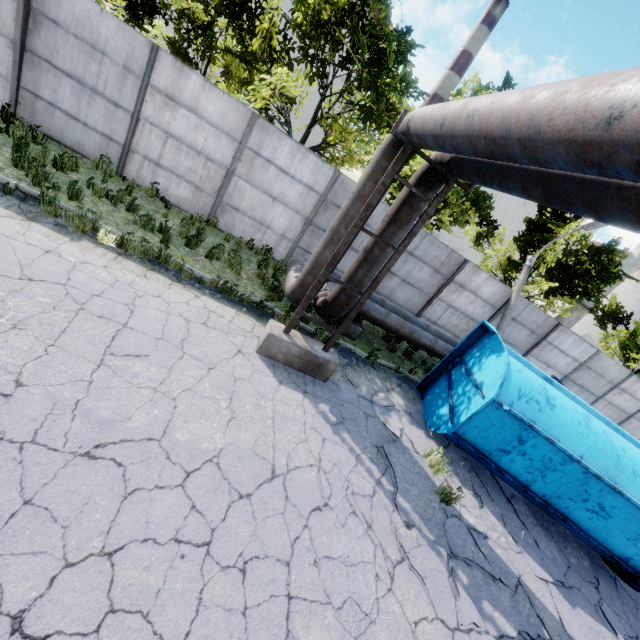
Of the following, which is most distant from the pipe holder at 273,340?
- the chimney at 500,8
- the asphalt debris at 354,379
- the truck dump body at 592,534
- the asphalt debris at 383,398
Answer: the chimney at 500,8

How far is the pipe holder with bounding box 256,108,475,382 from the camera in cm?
542

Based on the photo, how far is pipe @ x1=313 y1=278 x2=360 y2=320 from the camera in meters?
7.1 m

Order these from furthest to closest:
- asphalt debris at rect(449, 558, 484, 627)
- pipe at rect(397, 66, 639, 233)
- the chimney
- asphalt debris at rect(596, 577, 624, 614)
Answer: the chimney, asphalt debris at rect(596, 577, 624, 614), asphalt debris at rect(449, 558, 484, 627), pipe at rect(397, 66, 639, 233)

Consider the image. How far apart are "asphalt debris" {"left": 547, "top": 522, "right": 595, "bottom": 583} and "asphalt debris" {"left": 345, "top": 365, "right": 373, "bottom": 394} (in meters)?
4.63

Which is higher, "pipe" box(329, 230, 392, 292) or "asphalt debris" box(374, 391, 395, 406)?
"pipe" box(329, 230, 392, 292)

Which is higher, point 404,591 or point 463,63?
point 463,63

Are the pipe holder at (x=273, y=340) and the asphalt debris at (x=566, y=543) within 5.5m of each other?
no
